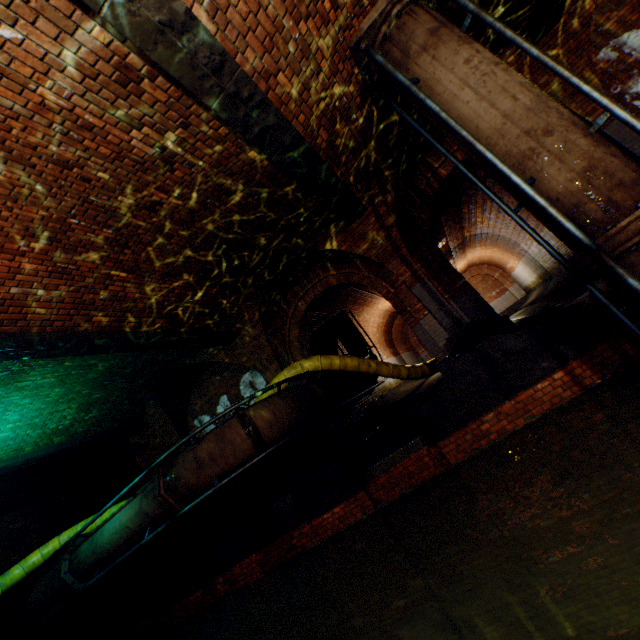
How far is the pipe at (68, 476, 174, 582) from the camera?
6.5 meters

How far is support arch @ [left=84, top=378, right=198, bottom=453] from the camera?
10.5m

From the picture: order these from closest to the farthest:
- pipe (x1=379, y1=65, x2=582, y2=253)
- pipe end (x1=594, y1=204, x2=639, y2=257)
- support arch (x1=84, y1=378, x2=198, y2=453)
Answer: pipe end (x1=594, y1=204, x2=639, y2=257)
pipe (x1=379, y1=65, x2=582, y2=253)
support arch (x1=84, y1=378, x2=198, y2=453)

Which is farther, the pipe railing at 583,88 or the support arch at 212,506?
the support arch at 212,506

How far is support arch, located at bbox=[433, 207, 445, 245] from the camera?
11.9m

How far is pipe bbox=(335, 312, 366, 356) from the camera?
13.5m

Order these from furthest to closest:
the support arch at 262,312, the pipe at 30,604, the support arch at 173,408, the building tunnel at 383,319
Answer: the building tunnel at 383,319, the support arch at 173,408, the support arch at 262,312, the pipe at 30,604

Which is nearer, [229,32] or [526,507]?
[229,32]
